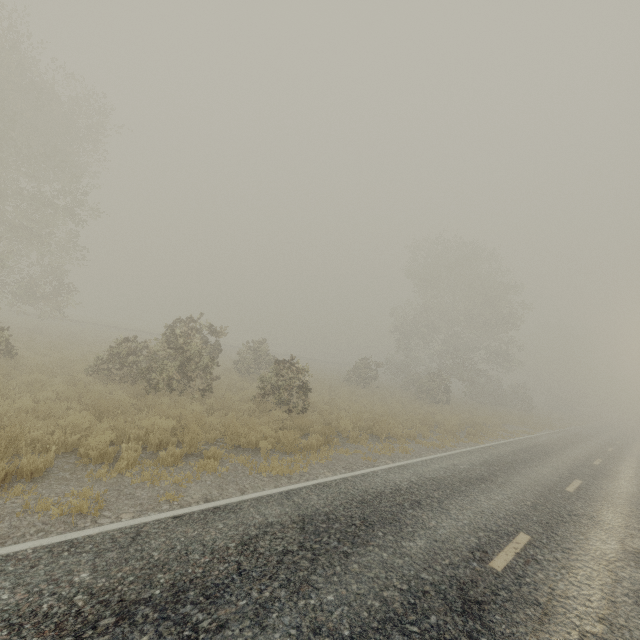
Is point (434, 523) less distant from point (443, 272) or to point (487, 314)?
point (443, 272)

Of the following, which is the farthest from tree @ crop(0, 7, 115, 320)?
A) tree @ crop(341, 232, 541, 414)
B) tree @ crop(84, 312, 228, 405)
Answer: tree @ crop(341, 232, 541, 414)

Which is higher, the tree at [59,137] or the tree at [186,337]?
the tree at [59,137]

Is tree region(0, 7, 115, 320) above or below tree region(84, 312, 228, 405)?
above

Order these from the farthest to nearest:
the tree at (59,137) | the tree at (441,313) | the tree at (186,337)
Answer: the tree at (441,313) → the tree at (59,137) → the tree at (186,337)

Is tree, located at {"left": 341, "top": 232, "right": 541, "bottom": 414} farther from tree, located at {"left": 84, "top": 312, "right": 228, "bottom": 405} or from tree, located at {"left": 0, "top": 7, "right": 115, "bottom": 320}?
tree, located at {"left": 0, "top": 7, "right": 115, "bottom": 320}

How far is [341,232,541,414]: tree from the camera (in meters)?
31.91

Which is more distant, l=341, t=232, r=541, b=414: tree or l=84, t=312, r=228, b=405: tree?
l=341, t=232, r=541, b=414: tree
